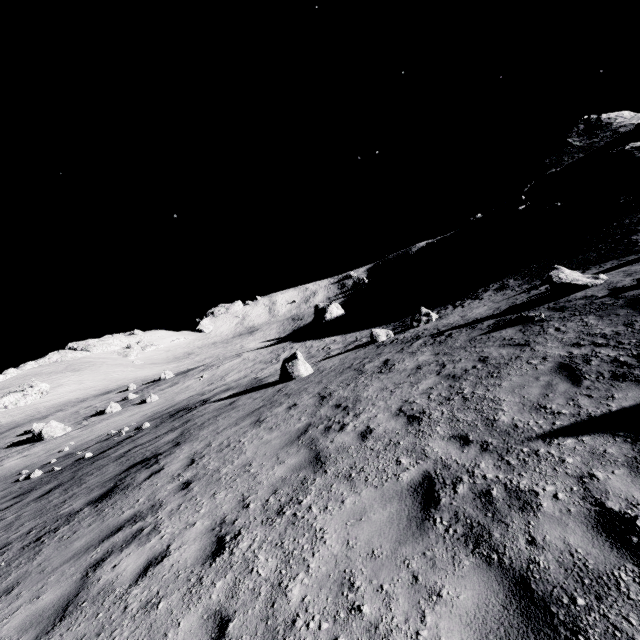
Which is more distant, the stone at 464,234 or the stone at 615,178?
the stone at 464,234

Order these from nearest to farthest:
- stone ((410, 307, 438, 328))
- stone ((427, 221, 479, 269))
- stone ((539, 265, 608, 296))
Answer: stone ((539, 265, 608, 296)) < stone ((410, 307, 438, 328)) < stone ((427, 221, 479, 269))

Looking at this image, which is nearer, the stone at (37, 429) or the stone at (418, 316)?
the stone at (418, 316)

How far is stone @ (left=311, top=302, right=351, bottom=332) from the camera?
41.12m

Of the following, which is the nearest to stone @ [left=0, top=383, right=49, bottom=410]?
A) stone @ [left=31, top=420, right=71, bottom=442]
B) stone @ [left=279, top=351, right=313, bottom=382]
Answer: stone @ [left=31, top=420, right=71, bottom=442]

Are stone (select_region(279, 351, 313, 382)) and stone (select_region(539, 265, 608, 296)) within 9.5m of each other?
no

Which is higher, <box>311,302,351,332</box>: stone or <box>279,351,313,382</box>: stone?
<box>311,302,351,332</box>: stone

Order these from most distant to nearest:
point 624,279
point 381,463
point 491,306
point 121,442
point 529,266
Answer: point 529,266 → point 491,306 → point 121,442 → point 624,279 → point 381,463
